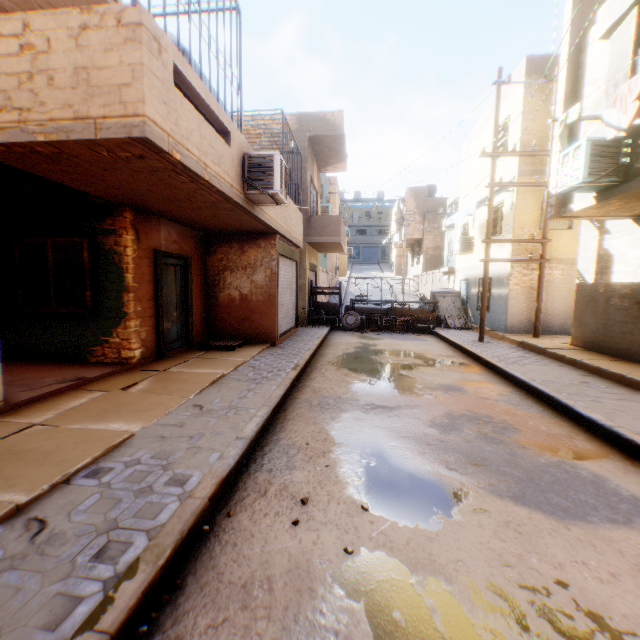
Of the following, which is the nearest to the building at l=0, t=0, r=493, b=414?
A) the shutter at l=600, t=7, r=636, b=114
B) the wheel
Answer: the shutter at l=600, t=7, r=636, b=114

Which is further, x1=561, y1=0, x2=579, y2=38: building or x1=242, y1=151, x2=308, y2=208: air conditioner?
x1=561, y1=0, x2=579, y2=38: building

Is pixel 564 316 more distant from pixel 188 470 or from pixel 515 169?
pixel 188 470

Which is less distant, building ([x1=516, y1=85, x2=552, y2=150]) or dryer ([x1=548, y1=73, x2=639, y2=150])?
dryer ([x1=548, y1=73, x2=639, y2=150])

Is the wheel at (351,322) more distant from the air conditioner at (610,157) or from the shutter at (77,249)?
the shutter at (77,249)

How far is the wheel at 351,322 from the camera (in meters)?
15.38

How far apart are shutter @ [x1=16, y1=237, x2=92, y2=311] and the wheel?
10.6m

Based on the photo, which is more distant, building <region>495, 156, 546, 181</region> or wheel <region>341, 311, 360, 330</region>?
wheel <region>341, 311, 360, 330</region>
